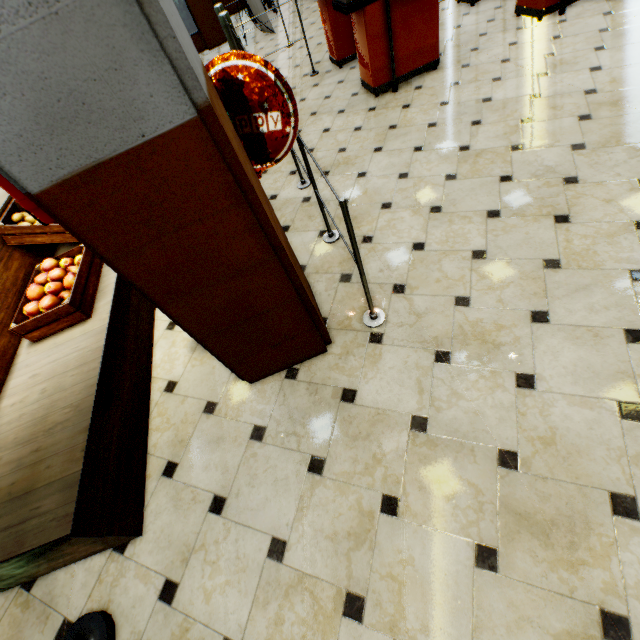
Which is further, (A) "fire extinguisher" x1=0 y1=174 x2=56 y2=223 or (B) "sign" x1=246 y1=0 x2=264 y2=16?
(B) "sign" x1=246 y1=0 x2=264 y2=16

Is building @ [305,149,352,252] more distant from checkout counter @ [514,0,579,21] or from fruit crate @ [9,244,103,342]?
fruit crate @ [9,244,103,342]

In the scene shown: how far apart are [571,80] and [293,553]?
4.70m

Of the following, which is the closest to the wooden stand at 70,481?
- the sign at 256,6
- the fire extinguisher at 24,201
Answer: the fire extinguisher at 24,201

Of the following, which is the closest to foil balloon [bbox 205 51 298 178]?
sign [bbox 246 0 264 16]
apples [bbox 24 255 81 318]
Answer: apples [bbox 24 255 81 318]

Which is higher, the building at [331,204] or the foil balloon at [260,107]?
the foil balloon at [260,107]

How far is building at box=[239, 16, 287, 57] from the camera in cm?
693
